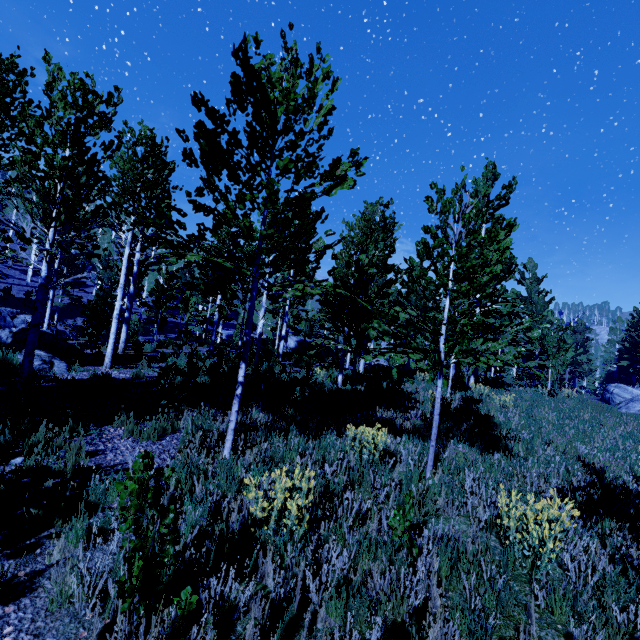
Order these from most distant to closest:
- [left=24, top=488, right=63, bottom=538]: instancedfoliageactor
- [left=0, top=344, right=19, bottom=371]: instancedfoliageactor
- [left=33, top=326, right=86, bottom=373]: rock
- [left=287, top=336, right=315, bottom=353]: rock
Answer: [left=287, top=336, right=315, bottom=353]: rock < [left=33, top=326, right=86, bottom=373]: rock < [left=0, top=344, right=19, bottom=371]: instancedfoliageactor < [left=24, top=488, right=63, bottom=538]: instancedfoliageactor

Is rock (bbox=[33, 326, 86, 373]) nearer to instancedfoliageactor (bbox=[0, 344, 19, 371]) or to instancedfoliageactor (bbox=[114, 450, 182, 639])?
instancedfoliageactor (bbox=[114, 450, 182, 639])

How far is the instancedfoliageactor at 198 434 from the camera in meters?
5.3 m

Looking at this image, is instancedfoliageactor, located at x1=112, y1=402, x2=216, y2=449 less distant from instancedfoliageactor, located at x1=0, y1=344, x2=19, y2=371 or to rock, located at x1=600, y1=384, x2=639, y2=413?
instancedfoliageactor, located at x1=0, y1=344, x2=19, y2=371

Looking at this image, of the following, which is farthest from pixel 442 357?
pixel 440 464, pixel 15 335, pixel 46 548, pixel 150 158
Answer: pixel 15 335

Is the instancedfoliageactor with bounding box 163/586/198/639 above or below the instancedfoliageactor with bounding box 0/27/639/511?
below

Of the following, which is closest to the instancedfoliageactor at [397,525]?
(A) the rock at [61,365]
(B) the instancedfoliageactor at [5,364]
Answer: (A) the rock at [61,365]

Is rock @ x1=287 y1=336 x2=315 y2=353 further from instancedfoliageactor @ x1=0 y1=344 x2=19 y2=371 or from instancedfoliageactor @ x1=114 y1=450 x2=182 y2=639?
instancedfoliageactor @ x1=0 y1=344 x2=19 y2=371
